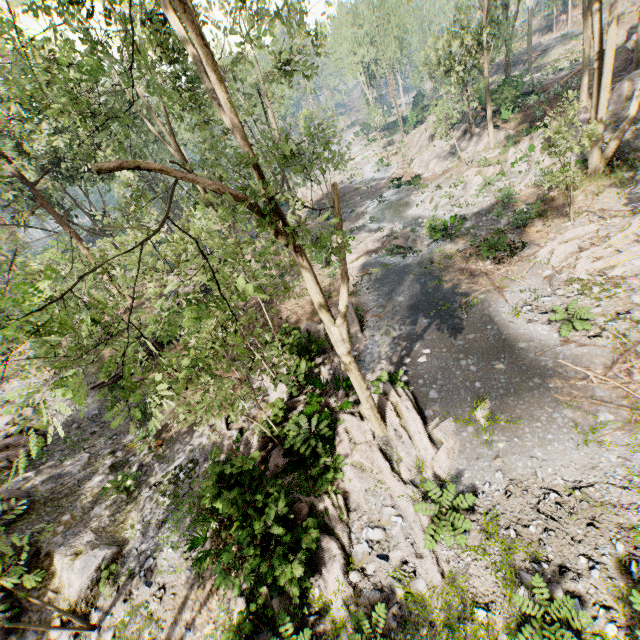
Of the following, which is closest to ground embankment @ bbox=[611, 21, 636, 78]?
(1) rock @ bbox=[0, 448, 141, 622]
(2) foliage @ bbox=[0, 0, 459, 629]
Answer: (2) foliage @ bbox=[0, 0, 459, 629]

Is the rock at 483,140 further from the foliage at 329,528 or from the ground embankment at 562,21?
the ground embankment at 562,21

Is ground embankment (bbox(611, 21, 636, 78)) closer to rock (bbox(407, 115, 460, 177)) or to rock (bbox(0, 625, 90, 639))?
rock (bbox(407, 115, 460, 177))

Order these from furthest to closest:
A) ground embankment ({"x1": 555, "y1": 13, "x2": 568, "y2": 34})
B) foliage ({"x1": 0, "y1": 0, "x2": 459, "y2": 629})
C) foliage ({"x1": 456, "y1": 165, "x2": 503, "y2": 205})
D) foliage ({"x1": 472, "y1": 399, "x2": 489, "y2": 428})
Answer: ground embankment ({"x1": 555, "y1": 13, "x2": 568, "y2": 34}) < foliage ({"x1": 456, "y1": 165, "x2": 503, "y2": 205}) < foliage ({"x1": 472, "y1": 399, "x2": 489, "y2": 428}) < foliage ({"x1": 0, "y1": 0, "x2": 459, "y2": 629})

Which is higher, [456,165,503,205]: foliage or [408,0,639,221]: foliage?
[408,0,639,221]: foliage

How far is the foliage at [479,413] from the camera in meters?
10.3

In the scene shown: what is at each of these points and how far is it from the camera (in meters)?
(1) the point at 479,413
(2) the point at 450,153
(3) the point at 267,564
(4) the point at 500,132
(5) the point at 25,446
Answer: (1) foliage, 10.45
(2) rock, 32.09
(3) foliage, 7.87
(4) rock, 27.41
(5) foliage, 16.36

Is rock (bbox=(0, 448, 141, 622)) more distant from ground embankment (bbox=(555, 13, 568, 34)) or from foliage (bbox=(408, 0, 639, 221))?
ground embankment (bbox=(555, 13, 568, 34))
